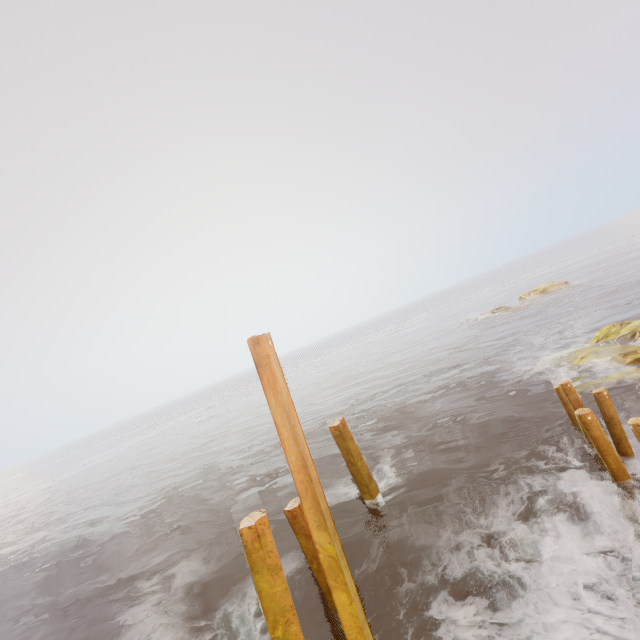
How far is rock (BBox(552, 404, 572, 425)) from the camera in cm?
1033

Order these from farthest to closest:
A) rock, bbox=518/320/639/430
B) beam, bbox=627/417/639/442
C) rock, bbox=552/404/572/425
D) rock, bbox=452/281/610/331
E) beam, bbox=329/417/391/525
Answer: rock, bbox=452/281/610/331 → rock, bbox=552/404/572/425 → rock, bbox=518/320/639/430 → beam, bbox=329/417/391/525 → beam, bbox=627/417/639/442

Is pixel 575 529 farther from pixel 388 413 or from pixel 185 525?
pixel 185 525

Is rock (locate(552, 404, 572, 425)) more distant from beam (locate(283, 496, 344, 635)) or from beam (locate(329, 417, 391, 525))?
beam (locate(283, 496, 344, 635))

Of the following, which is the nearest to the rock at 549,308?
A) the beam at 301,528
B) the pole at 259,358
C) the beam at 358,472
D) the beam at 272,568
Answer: the beam at 358,472

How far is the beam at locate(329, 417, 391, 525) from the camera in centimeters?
880cm

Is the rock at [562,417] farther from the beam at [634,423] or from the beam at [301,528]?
the beam at [301,528]

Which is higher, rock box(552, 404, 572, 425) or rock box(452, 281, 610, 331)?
rock box(452, 281, 610, 331)
